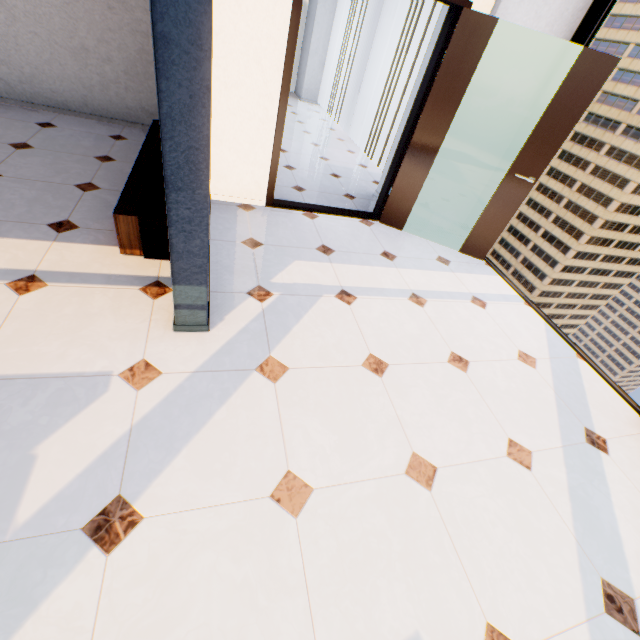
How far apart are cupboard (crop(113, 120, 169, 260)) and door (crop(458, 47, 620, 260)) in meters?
3.2

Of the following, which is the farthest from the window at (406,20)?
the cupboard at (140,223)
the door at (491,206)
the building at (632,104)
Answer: the building at (632,104)

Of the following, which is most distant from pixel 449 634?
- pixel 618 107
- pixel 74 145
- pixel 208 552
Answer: pixel 618 107

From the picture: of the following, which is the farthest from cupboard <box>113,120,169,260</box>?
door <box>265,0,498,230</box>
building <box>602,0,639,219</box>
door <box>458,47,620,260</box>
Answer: building <box>602,0,639,219</box>

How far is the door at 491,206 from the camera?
2.8m

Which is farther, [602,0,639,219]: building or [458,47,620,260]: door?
[602,0,639,219]: building

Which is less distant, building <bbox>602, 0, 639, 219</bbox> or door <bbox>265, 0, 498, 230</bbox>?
door <bbox>265, 0, 498, 230</bbox>

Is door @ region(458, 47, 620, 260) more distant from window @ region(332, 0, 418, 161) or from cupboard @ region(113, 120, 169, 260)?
cupboard @ region(113, 120, 169, 260)
